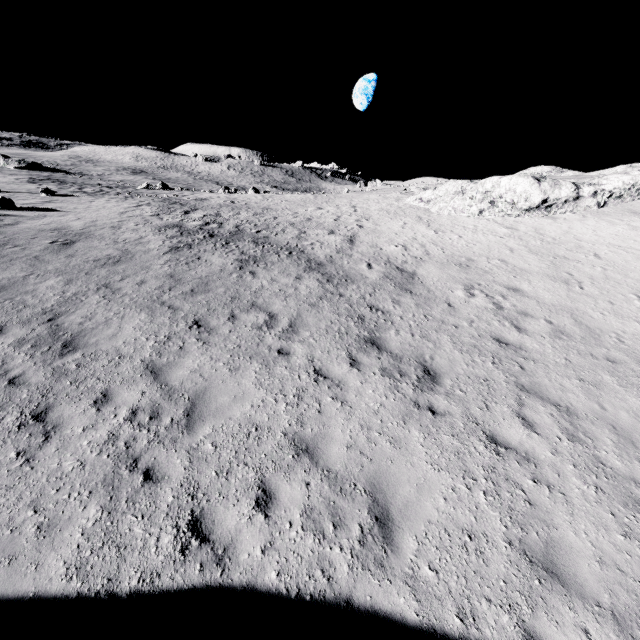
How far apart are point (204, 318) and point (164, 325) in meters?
1.1
